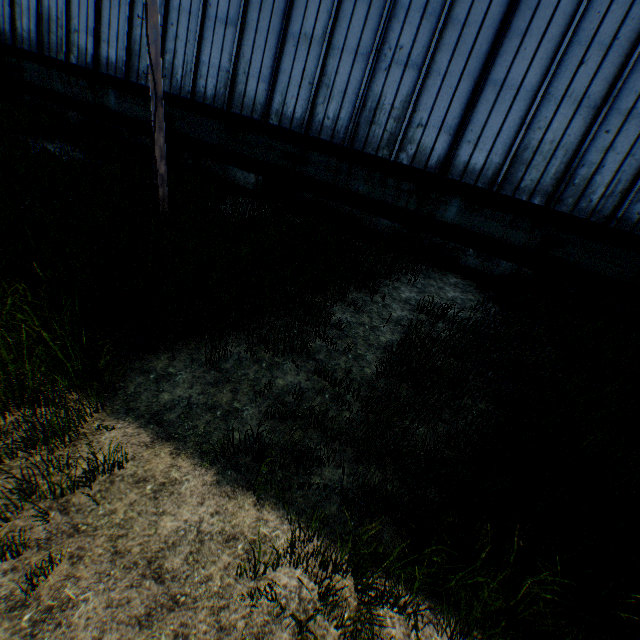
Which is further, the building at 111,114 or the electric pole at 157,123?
the building at 111,114

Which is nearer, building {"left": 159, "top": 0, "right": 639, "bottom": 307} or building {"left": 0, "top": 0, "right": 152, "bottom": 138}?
building {"left": 159, "top": 0, "right": 639, "bottom": 307}

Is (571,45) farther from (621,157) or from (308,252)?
(308,252)

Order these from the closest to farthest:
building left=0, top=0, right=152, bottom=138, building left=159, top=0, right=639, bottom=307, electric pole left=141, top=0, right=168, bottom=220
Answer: electric pole left=141, top=0, right=168, bottom=220 < building left=159, top=0, right=639, bottom=307 < building left=0, top=0, right=152, bottom=138

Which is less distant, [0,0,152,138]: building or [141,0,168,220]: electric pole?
[141,0,168,220]: electric pole

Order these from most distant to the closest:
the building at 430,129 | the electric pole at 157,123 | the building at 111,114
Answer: the building at 111,114, the building at 430,129, the electric pole at 157,123
